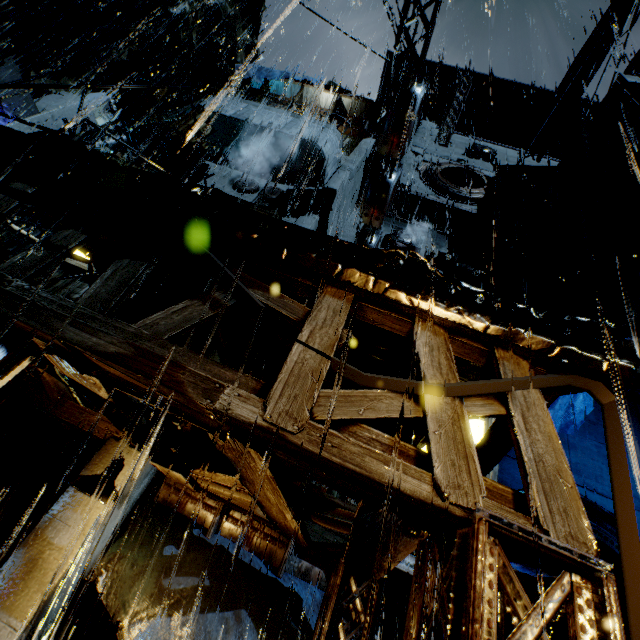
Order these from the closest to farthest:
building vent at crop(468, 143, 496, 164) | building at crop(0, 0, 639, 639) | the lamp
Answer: building at crop(0, 0, 639, 639) < the lamp < building vent at crop(468, 143, 496, 164)

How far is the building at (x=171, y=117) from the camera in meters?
19.0 m

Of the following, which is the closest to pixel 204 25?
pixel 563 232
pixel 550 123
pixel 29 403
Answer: pixel 550 123

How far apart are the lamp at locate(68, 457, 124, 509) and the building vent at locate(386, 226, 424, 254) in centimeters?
1518cm

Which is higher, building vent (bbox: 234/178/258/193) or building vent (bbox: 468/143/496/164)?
building vent (bbox: 468/143/496/164)

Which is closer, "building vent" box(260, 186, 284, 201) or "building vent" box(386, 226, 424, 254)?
"building vent" box(260, 186, 284, 201)

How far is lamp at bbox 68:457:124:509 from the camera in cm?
411

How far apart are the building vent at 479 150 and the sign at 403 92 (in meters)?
14.67
